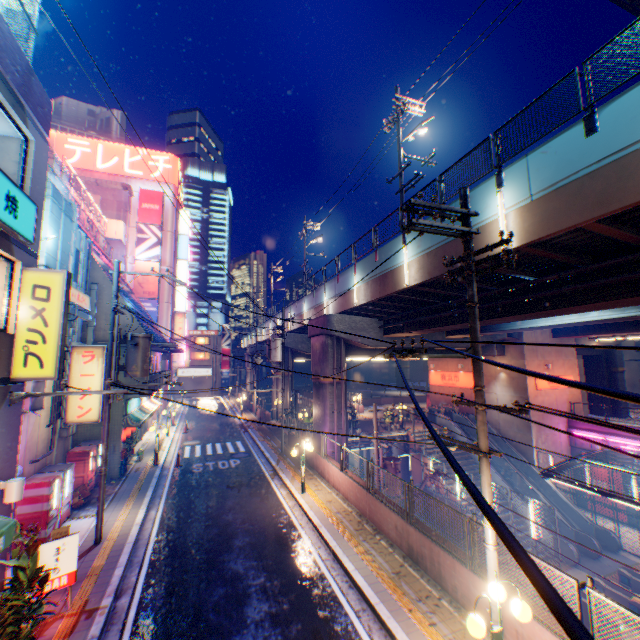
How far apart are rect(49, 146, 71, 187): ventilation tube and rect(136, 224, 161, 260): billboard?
14.9m

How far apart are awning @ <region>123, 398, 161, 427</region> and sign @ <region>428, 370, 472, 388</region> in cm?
2782

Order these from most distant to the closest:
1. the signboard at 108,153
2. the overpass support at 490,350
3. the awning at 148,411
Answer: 1. the signboard at 108,153
2. the overpass support at 490,350
3. the awning at 148,411

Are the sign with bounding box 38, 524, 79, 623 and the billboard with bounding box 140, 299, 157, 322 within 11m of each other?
no

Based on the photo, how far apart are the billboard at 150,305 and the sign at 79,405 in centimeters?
2409cm

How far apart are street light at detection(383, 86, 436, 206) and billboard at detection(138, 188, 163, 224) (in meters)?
31.03

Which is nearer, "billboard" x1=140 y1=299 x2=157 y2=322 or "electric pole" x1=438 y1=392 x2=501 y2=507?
"electric pole" x1=438 y1=392 x2=501 y2=507

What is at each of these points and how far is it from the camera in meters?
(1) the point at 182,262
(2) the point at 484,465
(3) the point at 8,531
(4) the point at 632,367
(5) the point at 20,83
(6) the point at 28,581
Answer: (1) sign, 41.8 m
(2) electric pole, 6.6 m
(3) awning, 5.7 m
(4) building, 42.1 m
(5) concrete block, 6.9 m
(6) plants, 6.9 m
